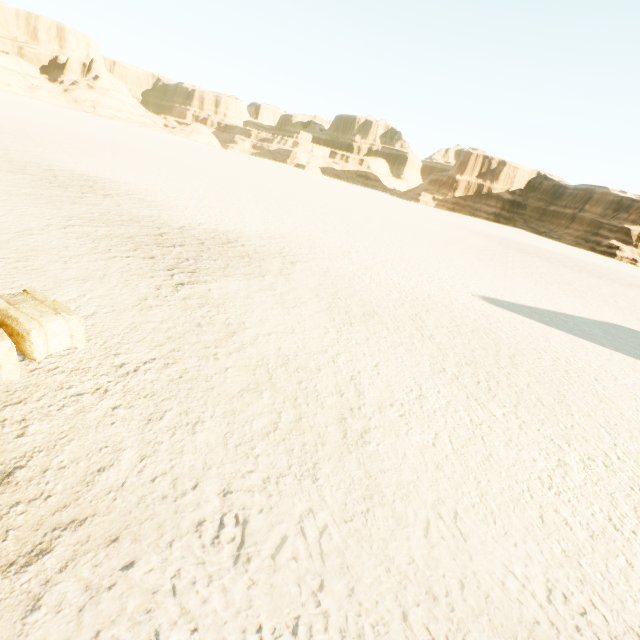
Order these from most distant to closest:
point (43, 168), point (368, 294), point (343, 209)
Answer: point (343, 209), point (43, 168), point (368, 294)
